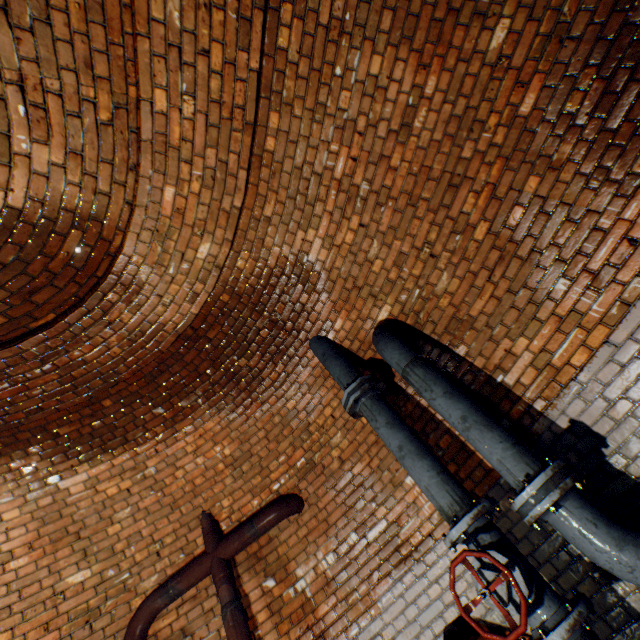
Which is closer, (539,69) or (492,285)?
(539,69)

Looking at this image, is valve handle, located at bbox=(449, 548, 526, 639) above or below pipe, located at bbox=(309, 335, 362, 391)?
below

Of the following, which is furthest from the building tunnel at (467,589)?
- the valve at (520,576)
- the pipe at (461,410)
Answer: the valve at (520,576)

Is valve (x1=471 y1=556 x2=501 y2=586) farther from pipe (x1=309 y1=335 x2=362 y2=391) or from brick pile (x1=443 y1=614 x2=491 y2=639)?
pipe (x1=309 y1=335 x2=362 y2=391)

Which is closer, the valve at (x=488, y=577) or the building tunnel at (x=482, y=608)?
the valve at (x=488, y=577)

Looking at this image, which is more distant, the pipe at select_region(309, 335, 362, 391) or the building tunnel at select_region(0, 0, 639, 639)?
the pipe at select_region(309, 335, 362, 391)

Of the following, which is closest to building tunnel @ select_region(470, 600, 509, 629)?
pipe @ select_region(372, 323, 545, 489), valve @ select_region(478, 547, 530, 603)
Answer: pipe @ select_region(372, 323, 545, 489)

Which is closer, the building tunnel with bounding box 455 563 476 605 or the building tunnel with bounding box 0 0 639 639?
the building tunnel with bounding box 0 0 639 639
